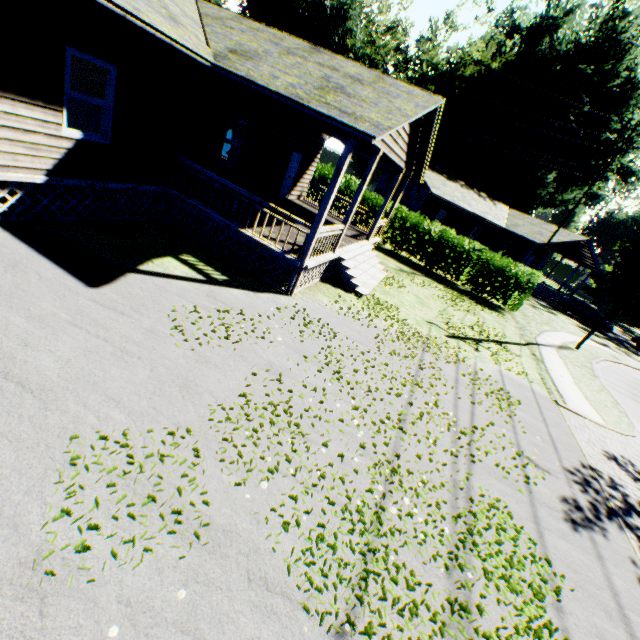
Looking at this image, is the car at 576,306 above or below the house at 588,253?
below

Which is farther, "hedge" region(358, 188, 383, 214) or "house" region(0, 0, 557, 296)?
"hedge" region(358, 188, 383, 214)

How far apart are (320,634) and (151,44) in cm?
1095

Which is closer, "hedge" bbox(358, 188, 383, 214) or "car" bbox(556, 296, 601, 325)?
"hedge" bbox(358, 188, 383, 214)

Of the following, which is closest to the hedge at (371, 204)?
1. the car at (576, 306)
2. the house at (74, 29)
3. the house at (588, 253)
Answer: the house at (74, 29)

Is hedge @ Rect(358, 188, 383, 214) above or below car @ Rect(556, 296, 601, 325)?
above

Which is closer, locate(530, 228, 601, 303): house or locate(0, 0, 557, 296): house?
locate(0, 0, 557, 296): house
